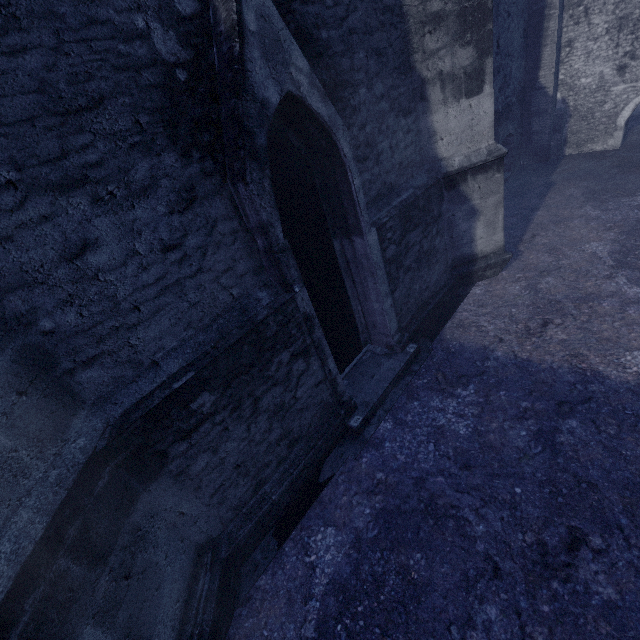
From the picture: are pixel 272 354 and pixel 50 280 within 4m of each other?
yes
